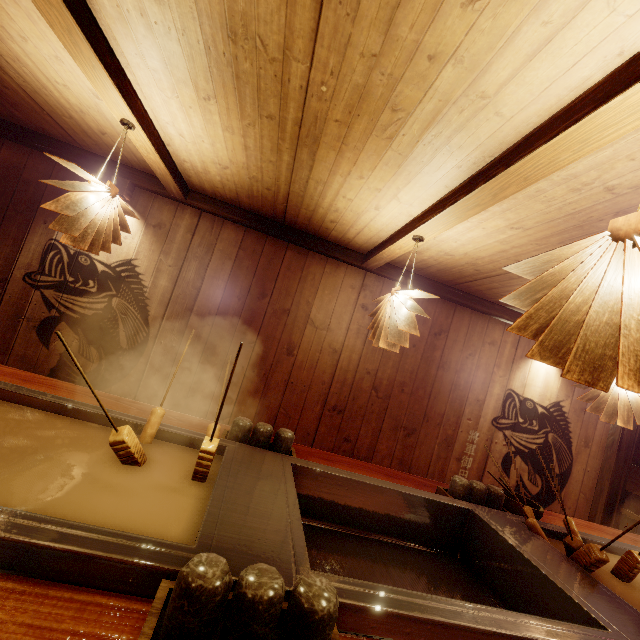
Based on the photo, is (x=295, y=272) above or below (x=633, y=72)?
below

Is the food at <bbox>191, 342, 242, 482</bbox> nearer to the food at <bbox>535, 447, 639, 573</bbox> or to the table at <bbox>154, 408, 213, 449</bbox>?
the table at <bbox>154, 408, 213, 449</bbox>

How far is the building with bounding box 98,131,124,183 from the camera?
4.7 meters

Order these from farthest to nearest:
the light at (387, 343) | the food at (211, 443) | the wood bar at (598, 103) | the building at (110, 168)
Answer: the building at (110, 168)
the light at (387, 343)
the food at (211, 443)
the wood bar at (598, 103)

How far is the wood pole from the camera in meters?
6.8

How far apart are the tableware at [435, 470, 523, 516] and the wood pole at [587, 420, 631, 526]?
5.0m

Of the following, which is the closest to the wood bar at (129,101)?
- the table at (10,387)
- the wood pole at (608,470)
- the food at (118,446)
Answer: the food at (118,446)

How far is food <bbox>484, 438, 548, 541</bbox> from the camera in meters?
3.3
